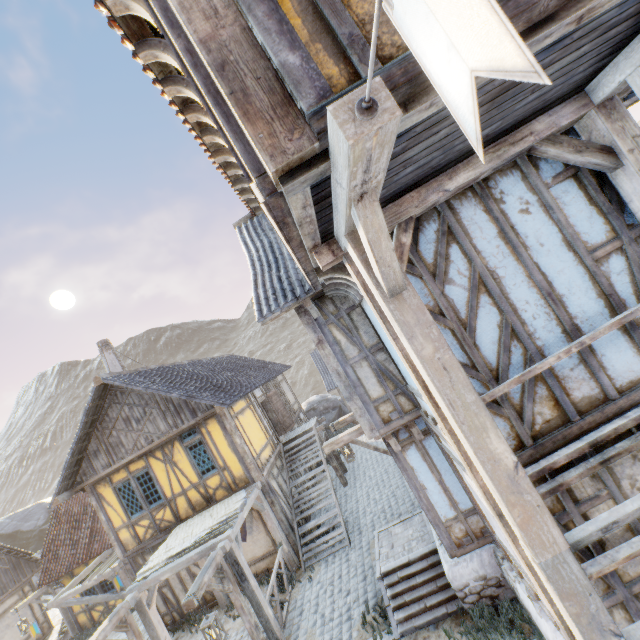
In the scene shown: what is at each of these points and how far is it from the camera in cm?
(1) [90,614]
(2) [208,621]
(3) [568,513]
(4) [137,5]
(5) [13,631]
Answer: (1) building, 1457
(2) street light, 632
(3) building, 323
(4) wooden structure, 294
(5) building, 1592

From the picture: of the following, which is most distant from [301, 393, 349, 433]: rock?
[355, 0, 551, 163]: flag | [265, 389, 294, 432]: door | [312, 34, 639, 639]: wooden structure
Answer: [355, 0, 551, 163]: flag

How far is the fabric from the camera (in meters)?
8.78

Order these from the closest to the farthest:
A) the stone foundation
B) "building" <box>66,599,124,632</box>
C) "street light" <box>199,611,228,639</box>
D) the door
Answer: the stone foundation
"street light" <box>199,611,228,639</box>
"building" <box>66,599,124,632</box>
the door

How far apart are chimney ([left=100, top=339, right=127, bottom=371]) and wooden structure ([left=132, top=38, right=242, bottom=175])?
16.1m

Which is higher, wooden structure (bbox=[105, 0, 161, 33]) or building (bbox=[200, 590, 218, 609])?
wooden structure (bbox=[105, 0, 161, 33])

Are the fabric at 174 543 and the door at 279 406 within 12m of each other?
yes

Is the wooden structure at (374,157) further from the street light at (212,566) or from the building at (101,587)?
the building at (101,587)
